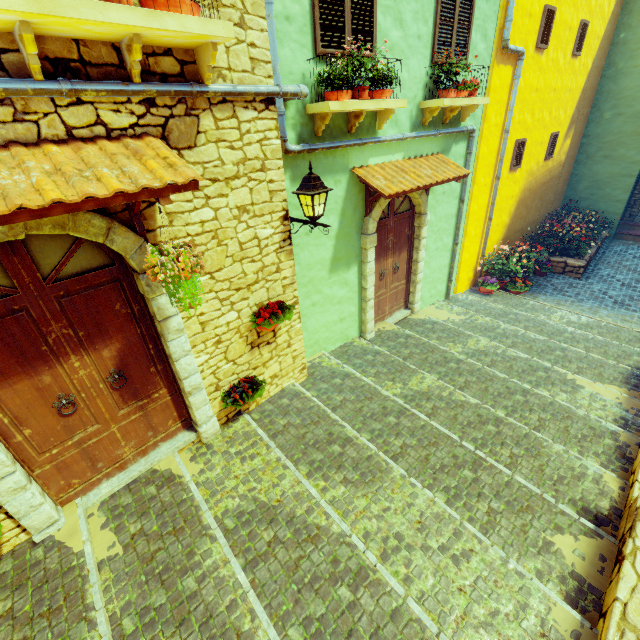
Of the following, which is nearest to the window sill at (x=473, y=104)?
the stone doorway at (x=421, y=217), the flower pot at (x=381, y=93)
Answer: the stone doorway at (x=421, y=217)

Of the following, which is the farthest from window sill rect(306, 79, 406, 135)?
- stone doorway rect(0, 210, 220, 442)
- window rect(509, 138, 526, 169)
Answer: window rect(509, 138, 526, 169)

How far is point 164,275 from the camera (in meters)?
2.59

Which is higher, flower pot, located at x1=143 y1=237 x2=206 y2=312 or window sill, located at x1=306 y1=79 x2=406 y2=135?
window sill, located at x1=306 y1=79 x2=406 y2=135

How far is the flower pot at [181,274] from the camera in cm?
255

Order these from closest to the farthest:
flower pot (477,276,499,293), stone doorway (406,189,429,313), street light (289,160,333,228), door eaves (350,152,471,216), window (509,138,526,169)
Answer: street light (289,160,333,228) → door eaves (350,152,471,216) → stone doorway (406,189,429,313) → window (509,138,526,169) → flower pot (477,276,499,293)

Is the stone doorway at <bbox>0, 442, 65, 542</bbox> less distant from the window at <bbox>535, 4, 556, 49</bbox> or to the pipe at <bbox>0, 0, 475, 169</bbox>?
the pipe at <bbox>0, 0, 475, 169</bbox>

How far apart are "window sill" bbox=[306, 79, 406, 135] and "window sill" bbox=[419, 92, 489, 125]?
1.0m
